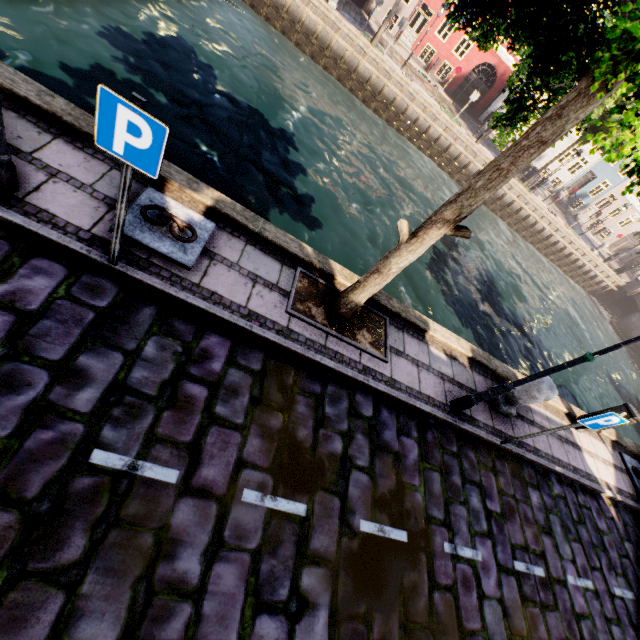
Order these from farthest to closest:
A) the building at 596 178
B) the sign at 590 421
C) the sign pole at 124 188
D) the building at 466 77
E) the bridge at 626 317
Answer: the building at 596 178, the bridge at 626 317, the building at 466 77, the sign at 590 421, the sign pole at 124 188

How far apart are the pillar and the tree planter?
2.8 meters

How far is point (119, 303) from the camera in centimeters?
361cm

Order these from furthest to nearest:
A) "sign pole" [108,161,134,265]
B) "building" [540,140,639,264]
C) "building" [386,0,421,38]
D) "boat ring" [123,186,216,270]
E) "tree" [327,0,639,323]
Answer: "building" [540,140,639,264], "building" [386,0,421,38], "boat ring" [123,186,216,270], "sign pole" [108,161,134,265], "tree" [327,0,639,323]

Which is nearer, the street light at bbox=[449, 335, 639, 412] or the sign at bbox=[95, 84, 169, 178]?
the sign at bbox=[95, 84, 169, 178]

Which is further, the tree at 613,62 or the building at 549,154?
the building at 549,154

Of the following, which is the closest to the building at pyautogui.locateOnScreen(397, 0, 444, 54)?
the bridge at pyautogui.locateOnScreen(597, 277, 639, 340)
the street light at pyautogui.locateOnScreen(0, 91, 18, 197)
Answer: the bridge at pyautogui.locateOnScreen(597, 277, 639, 340)

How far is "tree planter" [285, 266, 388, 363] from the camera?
5.0 meters
